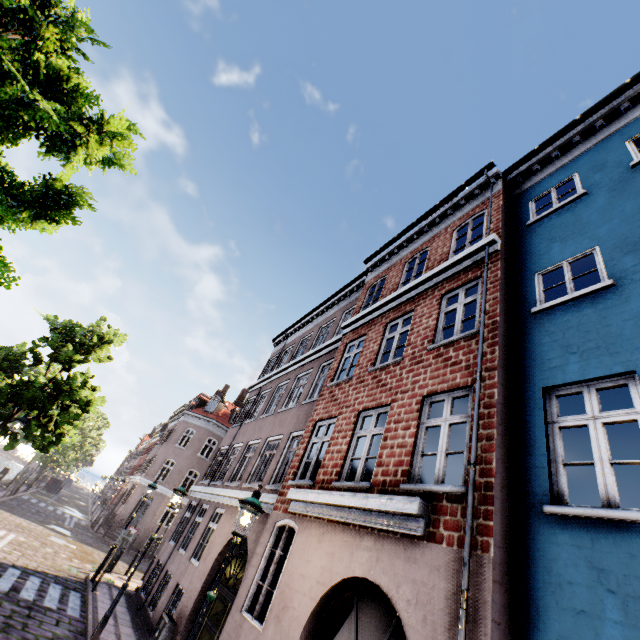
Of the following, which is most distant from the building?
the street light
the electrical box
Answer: the street light

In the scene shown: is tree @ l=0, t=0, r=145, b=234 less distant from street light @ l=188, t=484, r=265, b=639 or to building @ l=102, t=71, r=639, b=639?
street light @ l=188, t=484, r=265, b=639

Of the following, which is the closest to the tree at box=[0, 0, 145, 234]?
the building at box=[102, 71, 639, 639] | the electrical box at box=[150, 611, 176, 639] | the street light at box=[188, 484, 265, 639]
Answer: the street light at box=[188, 484, 265, 639]

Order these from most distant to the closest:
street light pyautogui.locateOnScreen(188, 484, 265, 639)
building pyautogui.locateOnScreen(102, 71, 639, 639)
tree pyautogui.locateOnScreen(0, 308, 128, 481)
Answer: tree pyautogui.locateOnScreen(0, 308, 128, 481)
street light pyautogui.locateOnScreen(188, 484, 265, 639)
building pyautogui.locateOnScreen(102, 71, 639, 639)

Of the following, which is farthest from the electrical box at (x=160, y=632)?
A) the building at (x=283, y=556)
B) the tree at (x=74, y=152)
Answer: the tree at (x=74, y=152)

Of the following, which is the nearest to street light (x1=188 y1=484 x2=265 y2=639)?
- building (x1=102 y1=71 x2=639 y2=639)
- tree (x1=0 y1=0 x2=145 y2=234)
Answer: tree (x1=0 y1=0 x2=145 y2=234)

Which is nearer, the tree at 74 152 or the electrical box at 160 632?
the tree at 74 152

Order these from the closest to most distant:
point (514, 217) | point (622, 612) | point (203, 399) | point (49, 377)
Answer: point (622, 612) < point (514, 217) < point (49, 377) < point (203, 399)
